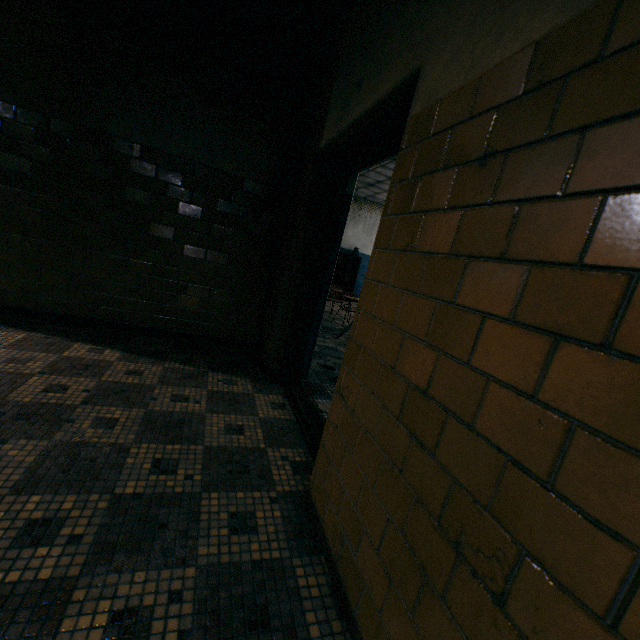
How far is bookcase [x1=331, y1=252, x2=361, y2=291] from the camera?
12.48m

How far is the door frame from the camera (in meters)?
2.20

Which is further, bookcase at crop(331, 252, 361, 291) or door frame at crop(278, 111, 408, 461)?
bookcase at crop(331, 252, 361, 291)

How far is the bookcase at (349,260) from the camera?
12.5m

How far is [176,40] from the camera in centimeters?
319cm

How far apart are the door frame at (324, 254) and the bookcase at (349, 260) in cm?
861

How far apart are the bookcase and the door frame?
8.6 meters
